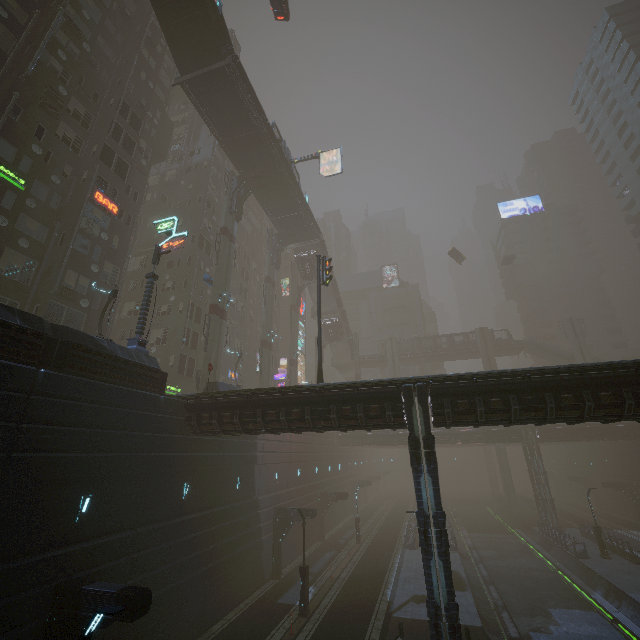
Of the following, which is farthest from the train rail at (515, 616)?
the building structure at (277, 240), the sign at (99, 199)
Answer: the building structure at (277, 240)

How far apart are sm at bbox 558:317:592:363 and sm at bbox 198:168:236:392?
55.32m

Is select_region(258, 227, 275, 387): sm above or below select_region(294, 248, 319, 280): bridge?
below

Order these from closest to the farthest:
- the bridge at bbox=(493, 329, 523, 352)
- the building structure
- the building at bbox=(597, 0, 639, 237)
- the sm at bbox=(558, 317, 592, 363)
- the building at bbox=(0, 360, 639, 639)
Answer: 1. the building at bbox=(0, 360, 639, 639)
2. the building structure
3. the sm at bbox=(558, 317, 592, 363)
4. the building at bbox=(597, 0, 639, 237)
5. the bridge at bbox=(493, 329, 523, 352)

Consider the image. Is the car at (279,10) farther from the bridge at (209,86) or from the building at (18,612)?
the bridge at (209,86)

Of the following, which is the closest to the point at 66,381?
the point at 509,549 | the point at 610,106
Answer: the point at 509,549

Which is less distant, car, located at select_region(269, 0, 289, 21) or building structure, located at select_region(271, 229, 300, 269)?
car, located at select_region(269, 0, 289, 21)

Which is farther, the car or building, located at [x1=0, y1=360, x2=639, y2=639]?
the car
